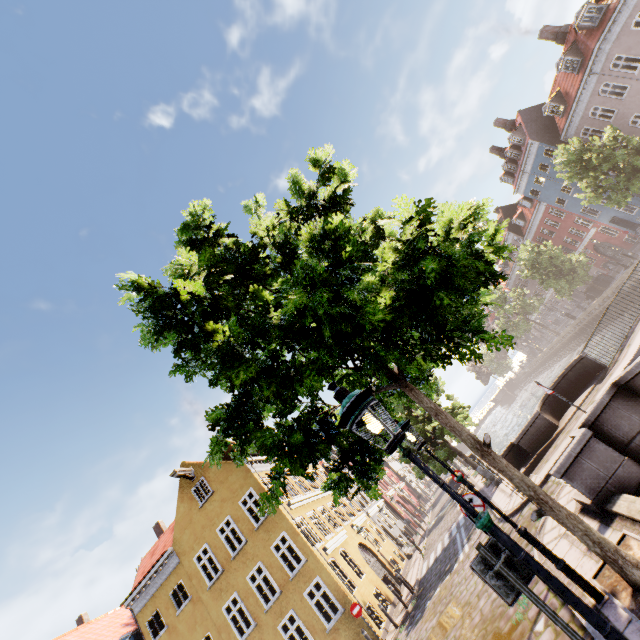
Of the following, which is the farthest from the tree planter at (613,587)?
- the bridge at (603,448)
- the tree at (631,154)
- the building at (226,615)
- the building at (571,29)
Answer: the building at (571,29)

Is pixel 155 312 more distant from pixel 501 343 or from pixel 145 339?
pixel 501 343

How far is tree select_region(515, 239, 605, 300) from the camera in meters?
32.1 m

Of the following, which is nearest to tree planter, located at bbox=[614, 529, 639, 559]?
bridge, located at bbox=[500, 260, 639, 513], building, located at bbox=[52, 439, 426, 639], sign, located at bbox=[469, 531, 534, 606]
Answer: bridge, located at bbox=[500, 260, 639, 513]

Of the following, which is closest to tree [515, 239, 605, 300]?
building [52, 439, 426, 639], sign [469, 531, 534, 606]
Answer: sign [469, 531, 534, 606]

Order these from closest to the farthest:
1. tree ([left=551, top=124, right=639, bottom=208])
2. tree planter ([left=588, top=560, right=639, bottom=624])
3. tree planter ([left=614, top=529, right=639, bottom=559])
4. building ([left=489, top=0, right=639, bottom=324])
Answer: tree planter ([left=588, top=560, right=639, bottom=624])
tree planter ([left=614, top=529, right=639, bottom=559])
tree ([left=551, top=124, right=639, bottom=208])
building ([left=489, top=0, right=639, bottom=324])

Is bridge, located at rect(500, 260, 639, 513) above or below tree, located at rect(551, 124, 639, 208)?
below

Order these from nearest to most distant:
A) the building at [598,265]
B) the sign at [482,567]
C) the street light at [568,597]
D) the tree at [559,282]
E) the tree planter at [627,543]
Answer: the street light at [568,597] < the sign at [482,567] < the tree planter at [627,543] < the tree at [559,282] < the building at [598,265]
